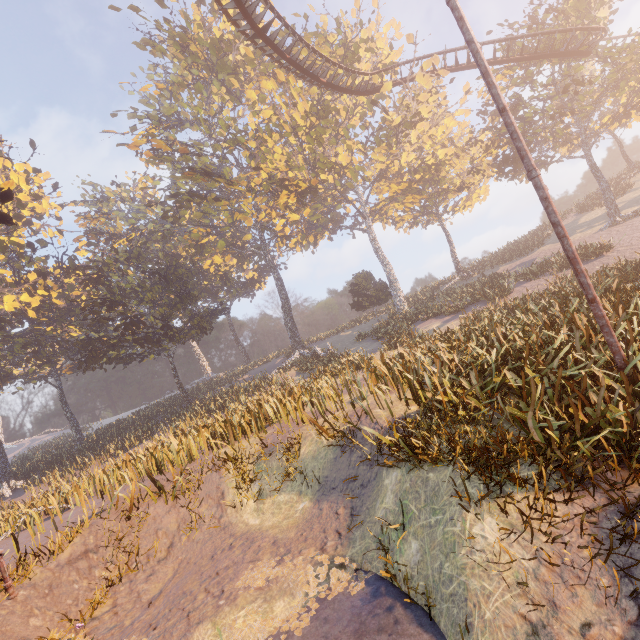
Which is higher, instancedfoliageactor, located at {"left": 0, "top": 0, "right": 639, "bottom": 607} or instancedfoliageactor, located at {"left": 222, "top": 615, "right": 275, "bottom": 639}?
instancedfoliageactor, located at {"left": 0, "top": 0, "right": 639, "bottom": 607}

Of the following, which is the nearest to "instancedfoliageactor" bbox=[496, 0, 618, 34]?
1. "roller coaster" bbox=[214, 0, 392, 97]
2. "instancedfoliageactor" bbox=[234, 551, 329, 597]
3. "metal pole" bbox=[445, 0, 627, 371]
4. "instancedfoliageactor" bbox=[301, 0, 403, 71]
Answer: "roller coaster" bbox=[214, 0, 392, 97]

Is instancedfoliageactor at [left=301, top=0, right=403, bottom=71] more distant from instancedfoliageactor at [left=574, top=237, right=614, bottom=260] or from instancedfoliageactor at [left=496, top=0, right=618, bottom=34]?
instancedfoliageactor at [left=574, top=237, right=614, bottom=260]

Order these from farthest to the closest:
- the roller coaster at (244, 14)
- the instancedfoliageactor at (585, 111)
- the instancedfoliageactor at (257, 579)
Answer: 1. the instancedfoliageactor at (585, 111)
2. the roller coaster at (244, 14)
3. the instancedfoliageactor at (257, 579)

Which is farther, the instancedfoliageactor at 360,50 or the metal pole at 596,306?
the instancedfoliageactor at 360,50

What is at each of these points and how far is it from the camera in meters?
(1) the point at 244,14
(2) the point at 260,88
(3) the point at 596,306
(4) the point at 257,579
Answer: (1) roller coaster, 16.2
(2) instancedfoliageactor, 31.4
(3) metal pole, 5.8
(4) instancedfoliageactor, 6.0

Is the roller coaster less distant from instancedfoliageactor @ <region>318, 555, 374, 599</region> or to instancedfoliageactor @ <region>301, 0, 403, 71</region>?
instancedfoliageactor @ <region>301, 0, 403, 71</region>

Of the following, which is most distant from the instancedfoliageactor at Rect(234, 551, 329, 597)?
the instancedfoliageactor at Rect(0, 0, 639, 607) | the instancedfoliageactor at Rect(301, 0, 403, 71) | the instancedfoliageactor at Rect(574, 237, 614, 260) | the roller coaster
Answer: the instancedfoliageactor at Rect(301, 0, 403, 71)
